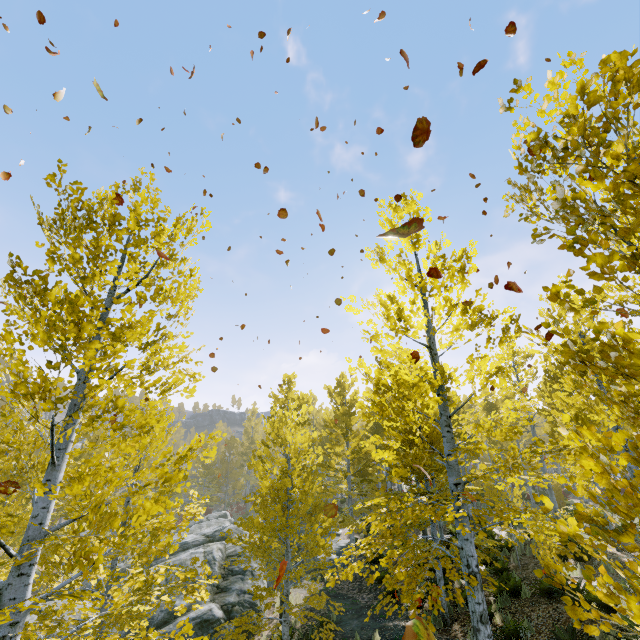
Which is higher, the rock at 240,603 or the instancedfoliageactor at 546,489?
the instancedfoliageactor at 546,489

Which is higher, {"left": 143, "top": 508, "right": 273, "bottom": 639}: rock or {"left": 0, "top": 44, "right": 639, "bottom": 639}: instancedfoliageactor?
{"left": 0, "top": 44, "right": 639, "bottom": 639}: instancedfoliageactor

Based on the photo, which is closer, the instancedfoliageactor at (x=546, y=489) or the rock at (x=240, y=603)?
the instancedfoliageactor at (x=546, y=489)

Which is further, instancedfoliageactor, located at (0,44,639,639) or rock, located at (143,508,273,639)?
rock, located at (143,508,273,639)

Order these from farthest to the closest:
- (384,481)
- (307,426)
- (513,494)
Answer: (384,481)
(307,426)
(513,494)
